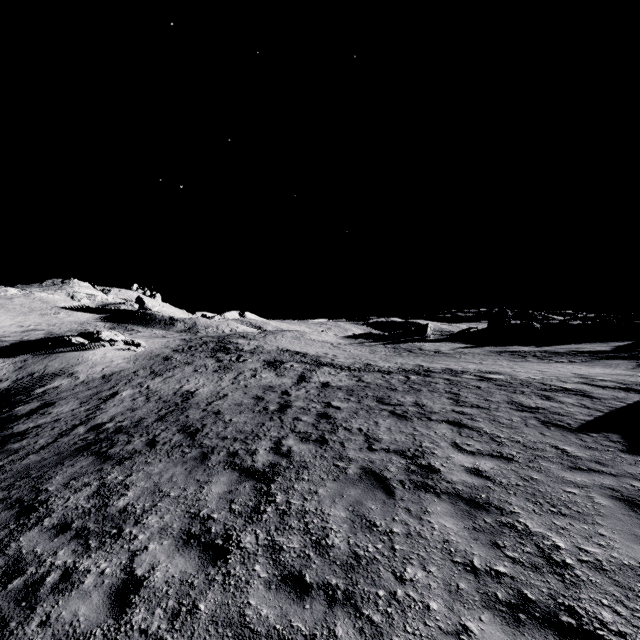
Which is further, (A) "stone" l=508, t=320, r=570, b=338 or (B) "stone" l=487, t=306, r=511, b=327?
(B) "stone" l=487, t=306, r=511, b=327

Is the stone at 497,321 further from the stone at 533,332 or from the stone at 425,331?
the stone at 425,331

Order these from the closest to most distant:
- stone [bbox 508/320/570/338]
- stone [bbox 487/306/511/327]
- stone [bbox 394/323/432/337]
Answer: stone [bbox 508/320/570/338]
stone [bbox 394/323/432/337]
stone [bbox 487/306/511/327]

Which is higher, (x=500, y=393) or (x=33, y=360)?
(x=500, y=393)

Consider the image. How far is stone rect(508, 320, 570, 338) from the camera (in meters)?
42.53

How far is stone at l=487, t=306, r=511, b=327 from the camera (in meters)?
51.97

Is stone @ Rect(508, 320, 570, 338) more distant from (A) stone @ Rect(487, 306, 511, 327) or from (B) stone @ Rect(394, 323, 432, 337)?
(B) stone @ Rect(394, 323, 432, 337)
